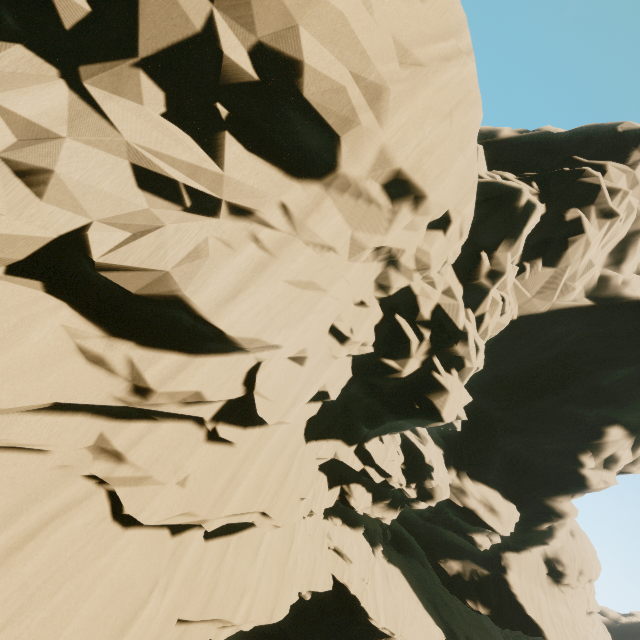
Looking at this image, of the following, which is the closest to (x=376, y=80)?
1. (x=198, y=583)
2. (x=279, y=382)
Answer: (x=279, y=382)
